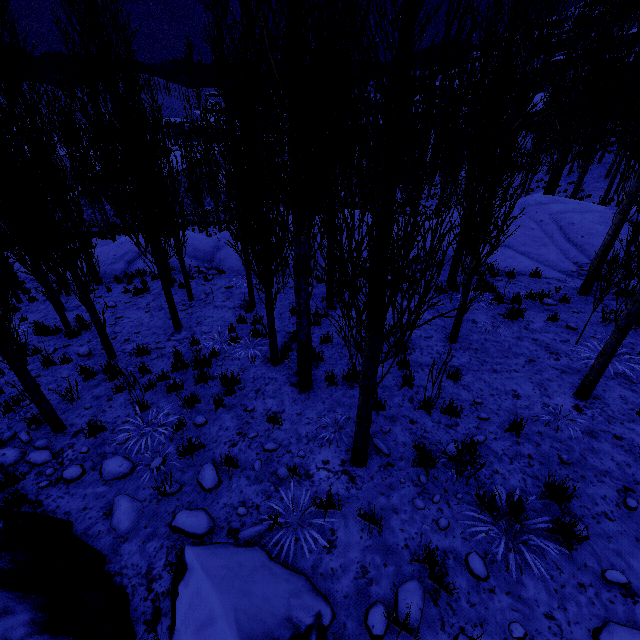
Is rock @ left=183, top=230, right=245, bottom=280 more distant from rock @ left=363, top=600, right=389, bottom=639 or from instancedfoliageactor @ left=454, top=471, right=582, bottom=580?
rock @ left=363, top=600, right=389, bottom=639

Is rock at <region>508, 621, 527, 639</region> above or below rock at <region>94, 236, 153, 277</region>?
above

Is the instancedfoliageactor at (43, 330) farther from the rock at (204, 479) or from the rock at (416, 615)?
the rock at (204, 479)

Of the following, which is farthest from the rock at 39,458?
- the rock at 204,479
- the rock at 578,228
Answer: the rock at 578,228

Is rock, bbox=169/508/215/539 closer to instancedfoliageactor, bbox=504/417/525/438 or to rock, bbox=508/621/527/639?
rock, bbox=508/621/527/639

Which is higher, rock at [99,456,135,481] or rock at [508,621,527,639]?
rock at [508,621,527,639]

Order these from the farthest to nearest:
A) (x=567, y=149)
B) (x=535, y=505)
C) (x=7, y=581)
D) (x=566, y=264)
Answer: (x=567, y=149) → (x=566, y=264) → (x=535, y=505) → (x=7, y=581)

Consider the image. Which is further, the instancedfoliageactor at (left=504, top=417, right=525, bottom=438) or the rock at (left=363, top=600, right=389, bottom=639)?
the instancedfoliageactor at (left=504, top=417, right=525, bottom=438)
